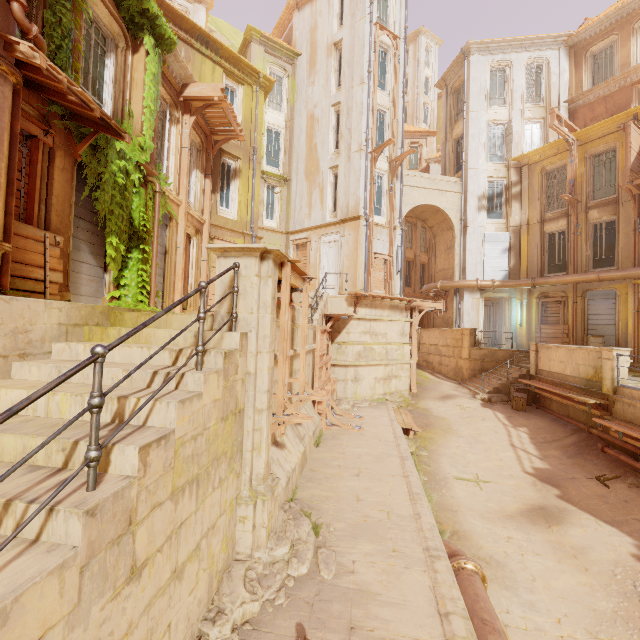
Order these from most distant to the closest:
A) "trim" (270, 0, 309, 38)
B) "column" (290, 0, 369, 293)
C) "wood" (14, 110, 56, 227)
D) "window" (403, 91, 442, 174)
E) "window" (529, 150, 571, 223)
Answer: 1. "window" (403, 91, 442, 174)
2. "trim" (270, 0, 309, 38)
3. "window" (529, 150, 571, 223)
4. "column" (290, 0, 369, 293)
5. "wood" (14, 110, 56, 227)

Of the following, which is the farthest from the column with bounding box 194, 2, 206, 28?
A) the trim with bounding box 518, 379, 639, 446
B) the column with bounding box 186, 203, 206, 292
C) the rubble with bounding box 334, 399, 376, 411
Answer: the trim with bounding box 518, 379, 639, 446

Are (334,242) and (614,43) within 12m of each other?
Answer: no

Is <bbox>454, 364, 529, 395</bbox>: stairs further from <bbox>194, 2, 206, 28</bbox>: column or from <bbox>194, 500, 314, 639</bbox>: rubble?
<bbox>194, 2, 206, 28</bbox>: column

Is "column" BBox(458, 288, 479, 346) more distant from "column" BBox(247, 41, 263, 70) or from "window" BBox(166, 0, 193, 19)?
"window" BBox(166, 0, 193, 19)

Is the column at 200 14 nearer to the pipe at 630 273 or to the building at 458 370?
the building at 458 370

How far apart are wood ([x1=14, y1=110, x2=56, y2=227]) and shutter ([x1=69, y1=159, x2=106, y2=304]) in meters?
0.9

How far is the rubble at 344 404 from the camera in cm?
1360
